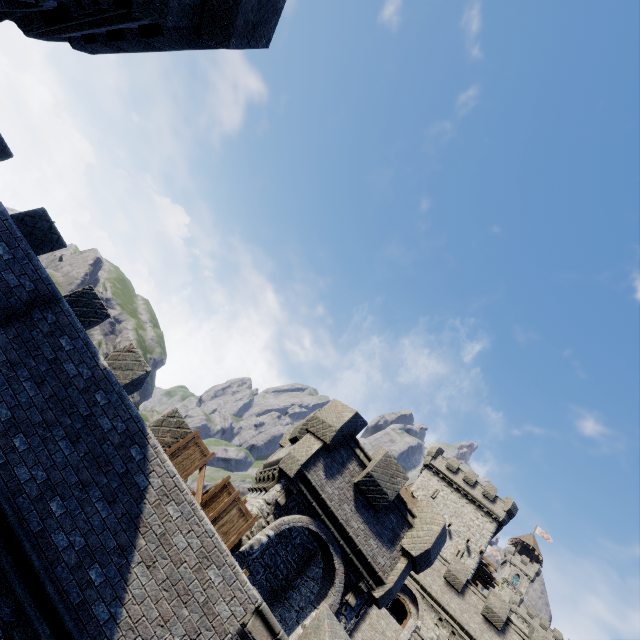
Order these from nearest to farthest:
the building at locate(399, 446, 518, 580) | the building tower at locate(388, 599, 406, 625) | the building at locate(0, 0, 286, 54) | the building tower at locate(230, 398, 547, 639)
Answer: the building at locate(0, 0, 286, 54), the building tower at locate(230, 398, 547, 639), the building tower at locate(388, 599, 406, 625), the building at locate(399, 446, 518, 580)

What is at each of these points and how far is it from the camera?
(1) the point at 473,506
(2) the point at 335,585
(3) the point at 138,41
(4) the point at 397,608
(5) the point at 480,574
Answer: (1) building, 40.4m
(2) building tower, 10.9m
(3) building, 9.6m
(4) building tower, 34.7m
(5) wooden platform, 37.9m

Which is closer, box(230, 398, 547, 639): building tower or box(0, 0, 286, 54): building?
box(0, 0, 286, 54): building

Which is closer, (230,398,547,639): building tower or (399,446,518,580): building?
(230,398,547,639): building tower

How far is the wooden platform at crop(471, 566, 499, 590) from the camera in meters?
37.4

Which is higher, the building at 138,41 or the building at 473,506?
the building at 473,506

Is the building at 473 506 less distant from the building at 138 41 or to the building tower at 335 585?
the building tower at 335 585

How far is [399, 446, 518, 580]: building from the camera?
37.3 meters
